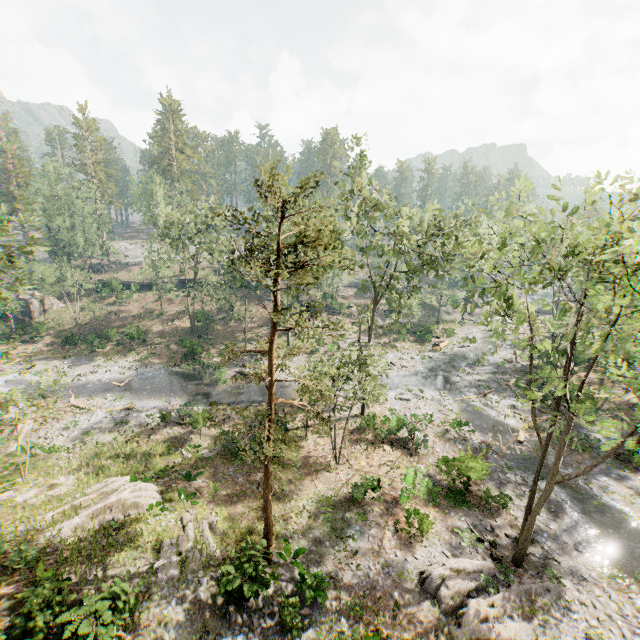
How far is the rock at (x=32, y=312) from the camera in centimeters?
4769cm

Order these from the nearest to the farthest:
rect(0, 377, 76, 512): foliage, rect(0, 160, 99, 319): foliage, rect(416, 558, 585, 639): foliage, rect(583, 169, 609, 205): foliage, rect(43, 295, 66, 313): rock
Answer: rect(583, 169, 609, 205): foliage
rect(416, 558, 585, 639): foliage
rect(0, 377, 76, 512): foliage
rect(0, 160, 99, 319): foliage
rect(43, 295, 66, 313): rock

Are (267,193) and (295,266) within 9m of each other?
yes

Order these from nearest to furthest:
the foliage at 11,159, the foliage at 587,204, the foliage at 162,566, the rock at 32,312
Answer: the foliage at 587,204 < the foliage at 162,566 < the rock at 32,312 < the foliage at 11,159

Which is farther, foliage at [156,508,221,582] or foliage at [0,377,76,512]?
foliage at [0,377,76,512]

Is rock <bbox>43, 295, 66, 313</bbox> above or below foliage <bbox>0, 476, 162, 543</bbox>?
above
